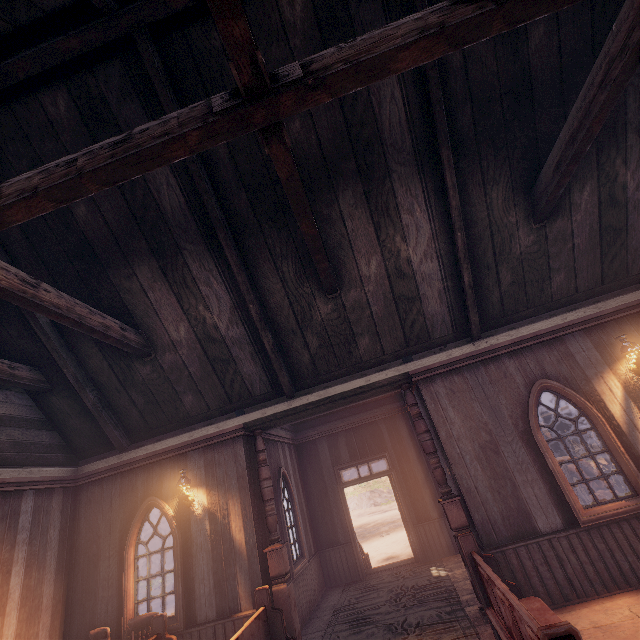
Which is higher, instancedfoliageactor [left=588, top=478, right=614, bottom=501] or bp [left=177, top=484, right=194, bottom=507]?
bp [left=177, top=484, right=194, bottom=507]

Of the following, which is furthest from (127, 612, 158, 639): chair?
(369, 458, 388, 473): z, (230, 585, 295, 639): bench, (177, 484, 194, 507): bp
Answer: (369, 458, 388, 473): z

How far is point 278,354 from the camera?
6.5 meters

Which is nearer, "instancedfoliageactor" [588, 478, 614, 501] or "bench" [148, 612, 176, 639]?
"bench" [148, 612, 176, 639]

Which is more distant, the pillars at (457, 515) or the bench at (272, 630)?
the pillars at (457, 515)

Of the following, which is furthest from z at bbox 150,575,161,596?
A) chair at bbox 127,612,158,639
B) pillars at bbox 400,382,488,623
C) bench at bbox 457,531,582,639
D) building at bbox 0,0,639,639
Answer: chair at bbox 127,612,158,639

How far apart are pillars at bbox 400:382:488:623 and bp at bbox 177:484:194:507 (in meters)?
4.65

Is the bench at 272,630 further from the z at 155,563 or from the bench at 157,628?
the z at 155,563
